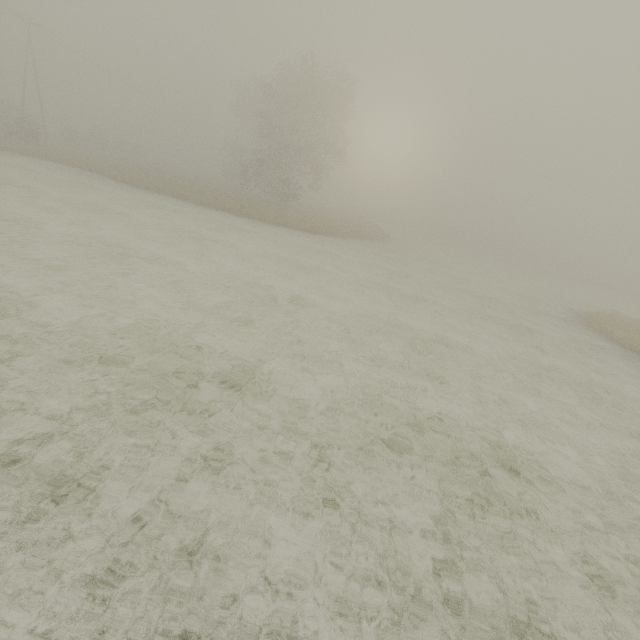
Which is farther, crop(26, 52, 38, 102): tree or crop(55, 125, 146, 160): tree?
crop(26, 52, 38, 102): tree

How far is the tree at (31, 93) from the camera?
55.0m

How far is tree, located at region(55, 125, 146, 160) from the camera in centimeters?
4338cm

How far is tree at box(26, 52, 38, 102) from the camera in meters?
55.0

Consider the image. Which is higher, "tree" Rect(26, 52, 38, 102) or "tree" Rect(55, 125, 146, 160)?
"tree" Rect(26, 52, 38, 102)

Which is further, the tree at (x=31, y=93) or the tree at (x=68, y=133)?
the tree at (x=31, y=93)

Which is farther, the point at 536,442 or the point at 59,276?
the point at 59,276
